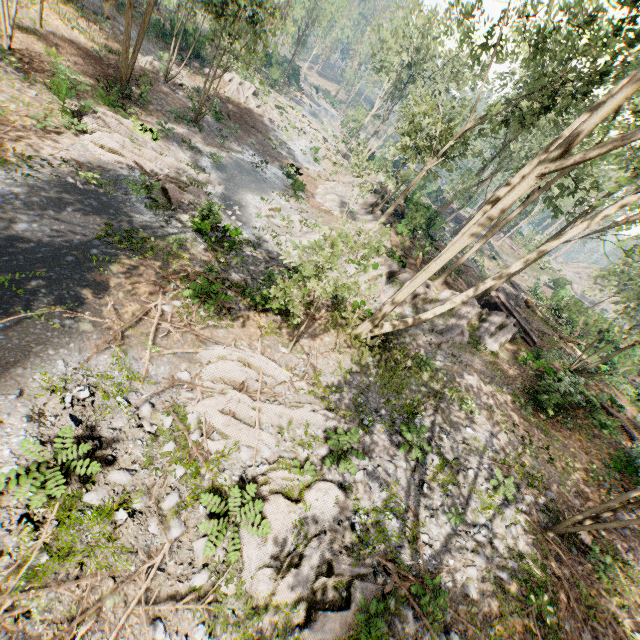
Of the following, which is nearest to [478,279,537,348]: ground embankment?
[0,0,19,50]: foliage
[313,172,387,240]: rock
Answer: [0,0,19,50]: foliage

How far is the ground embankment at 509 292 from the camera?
21.0m

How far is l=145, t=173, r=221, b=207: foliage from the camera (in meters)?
14.14

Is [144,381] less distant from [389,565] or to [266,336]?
[266,336]

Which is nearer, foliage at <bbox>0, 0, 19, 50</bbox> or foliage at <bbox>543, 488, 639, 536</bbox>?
foliage at <bbox>543, 488, 639, 536</bbox>

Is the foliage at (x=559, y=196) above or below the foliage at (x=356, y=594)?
above

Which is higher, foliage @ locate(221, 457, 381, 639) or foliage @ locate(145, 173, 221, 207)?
foliage @ locate(221, 457, 381, 639)

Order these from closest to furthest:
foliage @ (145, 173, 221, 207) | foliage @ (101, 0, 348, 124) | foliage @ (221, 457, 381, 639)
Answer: foliage @ (221, 457, 381, 639)
foliage @ (145, 173, 221, 207)
foliage @ (101, 0, 348, 124)
